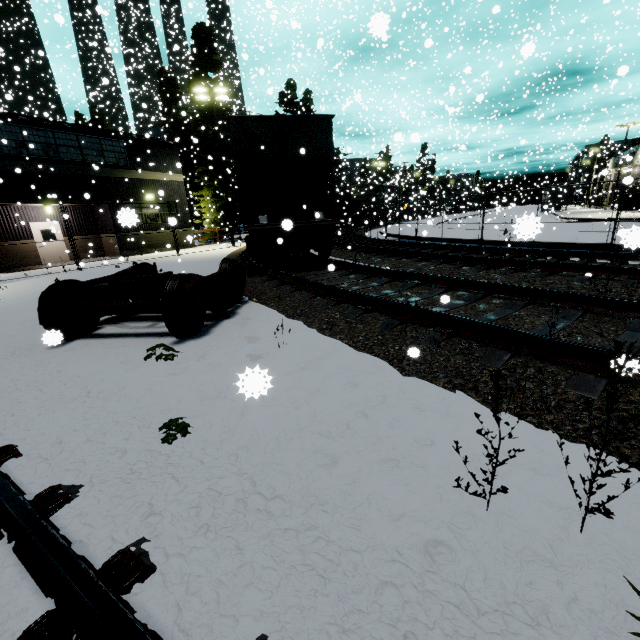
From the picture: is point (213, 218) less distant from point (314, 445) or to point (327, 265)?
point (327, 265)

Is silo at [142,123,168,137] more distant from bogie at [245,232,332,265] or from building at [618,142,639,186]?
bogie at [245,232,332,265]

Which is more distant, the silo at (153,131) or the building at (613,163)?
the silo at (153,131)

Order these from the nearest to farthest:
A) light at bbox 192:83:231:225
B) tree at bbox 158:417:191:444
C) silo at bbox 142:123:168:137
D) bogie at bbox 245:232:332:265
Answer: tree at bbox 158:417:191:444
bogie at bbox 245:232:332:265
light at bbox 192:83:231:225
silo at bbox 142:123:168:137

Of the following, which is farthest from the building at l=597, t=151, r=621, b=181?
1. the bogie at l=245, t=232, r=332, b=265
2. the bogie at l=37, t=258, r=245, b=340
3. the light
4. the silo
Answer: the light

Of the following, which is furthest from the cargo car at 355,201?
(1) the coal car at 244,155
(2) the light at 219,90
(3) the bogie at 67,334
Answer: (2) the light at 219,90

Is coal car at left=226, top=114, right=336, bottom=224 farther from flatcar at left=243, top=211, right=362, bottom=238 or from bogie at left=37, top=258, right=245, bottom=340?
bogie at left=37, top=258, right=245, bottom=340

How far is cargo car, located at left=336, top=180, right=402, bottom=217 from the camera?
36.6 meters
